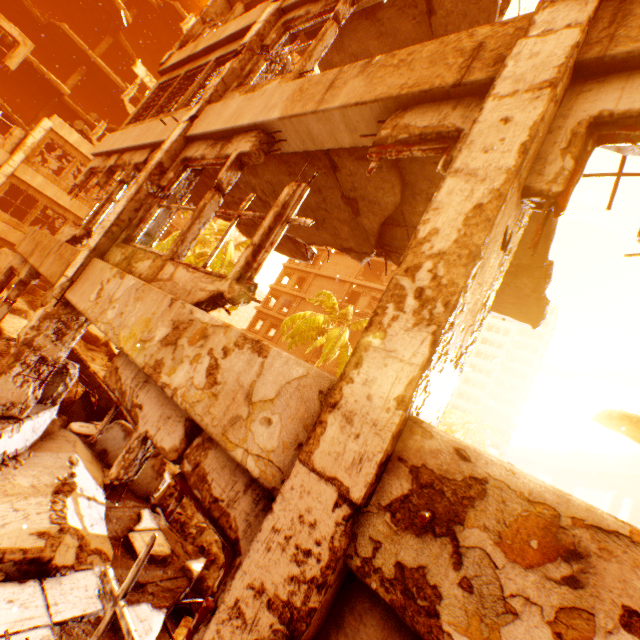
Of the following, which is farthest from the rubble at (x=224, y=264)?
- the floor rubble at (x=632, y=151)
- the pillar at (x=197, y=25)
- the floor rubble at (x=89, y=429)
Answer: the floor rubble at (x=632, y=151)

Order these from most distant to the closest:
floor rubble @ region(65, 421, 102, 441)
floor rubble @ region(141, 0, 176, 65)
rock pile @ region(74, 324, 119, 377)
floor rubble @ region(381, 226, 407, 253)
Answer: floor rubble @ region(141, 0, 176, 65), rock pile @ region(74, 324, 119, 377), floor rubble @ region(65, 421, 102, 441), floor rubble @ region(381, 226, 407, 253)

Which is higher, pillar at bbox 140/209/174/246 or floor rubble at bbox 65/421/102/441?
pillar at bbox 140/209/174/246

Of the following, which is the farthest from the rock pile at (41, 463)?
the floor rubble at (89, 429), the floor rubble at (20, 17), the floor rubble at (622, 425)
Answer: the floor rubble at (20, 17)

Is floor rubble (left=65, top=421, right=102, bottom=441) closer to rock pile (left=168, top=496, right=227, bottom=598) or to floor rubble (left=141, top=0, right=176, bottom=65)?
rock pile (left=168, top=496, right=227, bottom=598)

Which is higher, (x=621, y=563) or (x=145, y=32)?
(x=145, y=32)

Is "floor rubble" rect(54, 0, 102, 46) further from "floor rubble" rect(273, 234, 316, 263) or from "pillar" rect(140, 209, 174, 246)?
"floor rubble" rect(273, 234, 316, 263)

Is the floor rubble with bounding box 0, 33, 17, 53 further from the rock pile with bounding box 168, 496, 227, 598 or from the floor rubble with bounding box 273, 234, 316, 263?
the floor rubble with bounding box 273, 234, 316, 263
